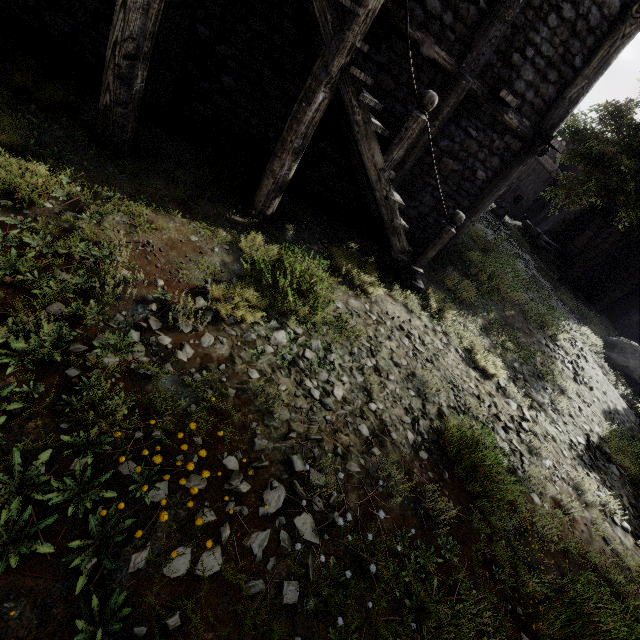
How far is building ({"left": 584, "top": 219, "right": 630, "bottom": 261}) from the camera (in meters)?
20.28

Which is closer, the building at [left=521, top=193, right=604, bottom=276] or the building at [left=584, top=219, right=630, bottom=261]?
the building at [left=584, top=219, right=630, bottom=261]

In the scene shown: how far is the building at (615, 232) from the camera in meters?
20.3

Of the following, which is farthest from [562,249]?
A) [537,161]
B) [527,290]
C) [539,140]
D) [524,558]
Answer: [524,558]

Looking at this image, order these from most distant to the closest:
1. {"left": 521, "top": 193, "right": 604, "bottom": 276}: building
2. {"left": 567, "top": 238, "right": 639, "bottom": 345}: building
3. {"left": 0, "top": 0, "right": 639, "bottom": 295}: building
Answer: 1. {"left": 521, "top": 193, "right": 604, "bottom": 276}: building
2. {"left": 567, "top": 238, "right": 639, "bottom": 345}: building
3. {"left": 0, "top": 0, "right": 639, "bottom": 295}: building
